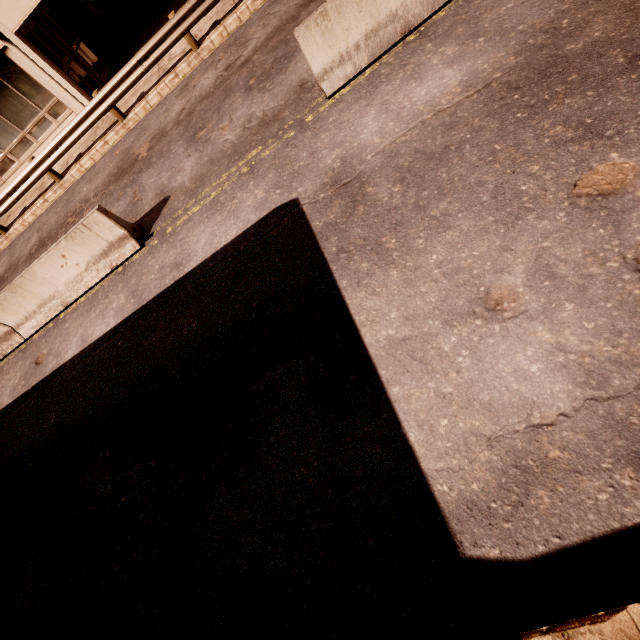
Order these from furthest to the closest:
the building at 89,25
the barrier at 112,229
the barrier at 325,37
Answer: the building at 89,25 < the barrier at 112,229 < the barrier at 325,37

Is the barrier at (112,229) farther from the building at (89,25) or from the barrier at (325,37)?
the building at (89,25)

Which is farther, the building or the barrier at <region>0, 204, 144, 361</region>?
the building

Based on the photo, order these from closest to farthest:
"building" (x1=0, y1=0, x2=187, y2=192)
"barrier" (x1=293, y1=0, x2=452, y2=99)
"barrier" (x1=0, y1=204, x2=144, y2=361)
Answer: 1. "barrier" (x1=293, y1=0, x2=452, y2=99)
2. "barrier" (x1=0, y1=204, x2=144, y2=361)
3. "building" (x1=0, y1=0, x2=187, y2=192)

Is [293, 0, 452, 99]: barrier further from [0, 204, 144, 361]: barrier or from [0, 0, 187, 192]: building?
[0, 0, 187, 192]: building

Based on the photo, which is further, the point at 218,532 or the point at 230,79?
the point at 230,79

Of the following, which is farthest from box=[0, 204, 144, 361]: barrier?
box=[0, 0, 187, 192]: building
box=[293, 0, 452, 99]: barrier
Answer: box=[0, 0, 187, 192]: building
